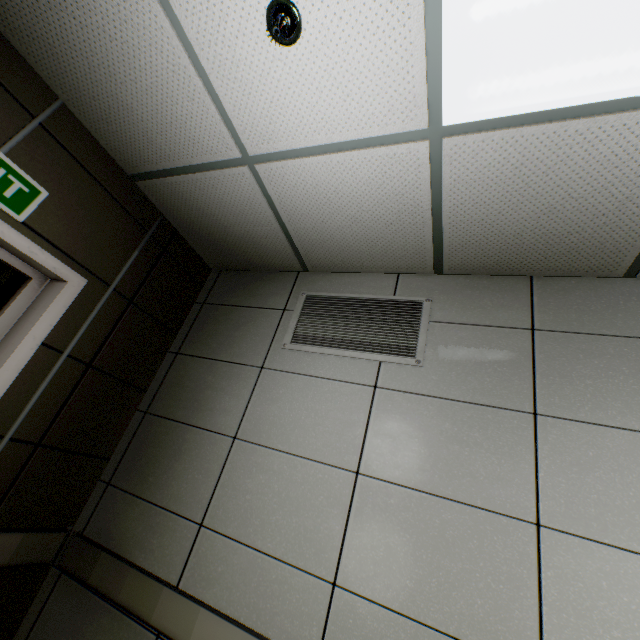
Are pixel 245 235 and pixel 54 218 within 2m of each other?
yes

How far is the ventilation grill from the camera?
2.00m

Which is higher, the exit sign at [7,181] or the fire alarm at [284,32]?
the fire alarm at [284,32]

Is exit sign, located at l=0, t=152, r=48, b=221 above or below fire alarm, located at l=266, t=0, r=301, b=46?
below

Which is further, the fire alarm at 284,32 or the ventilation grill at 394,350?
the ventilation grill at 394,350

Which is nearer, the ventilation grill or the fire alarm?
the fire alarm

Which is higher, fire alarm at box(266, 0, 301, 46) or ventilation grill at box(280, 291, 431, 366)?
fire alarm at box(266, 0, 301, 46)
